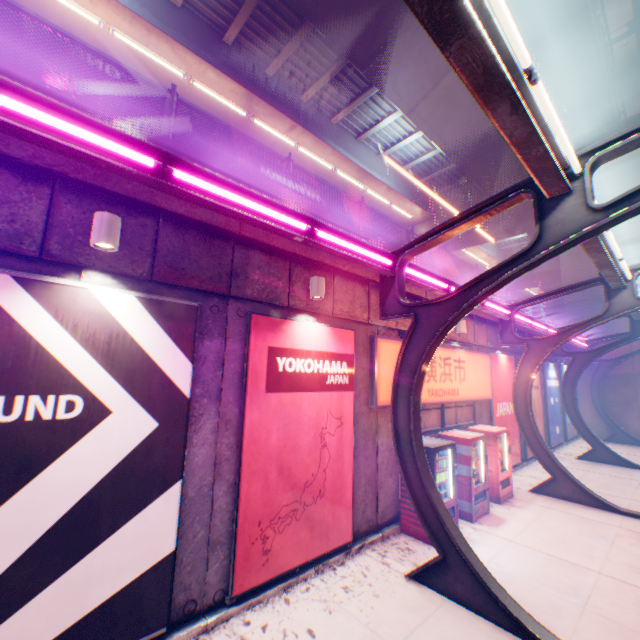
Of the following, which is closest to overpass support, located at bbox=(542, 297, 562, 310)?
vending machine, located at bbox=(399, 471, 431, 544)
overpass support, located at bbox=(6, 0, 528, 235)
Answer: overpass support, located at bbox=(6, 0, 528, 235)

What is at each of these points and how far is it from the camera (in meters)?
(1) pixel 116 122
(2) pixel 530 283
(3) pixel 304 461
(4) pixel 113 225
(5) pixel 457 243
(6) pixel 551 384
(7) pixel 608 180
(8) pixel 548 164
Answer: (1) concrete block, 4.50
(2) overpass support, 29.84
(3) billboard, 5.90
(4) street lamp, 3.94
(5) overpass support, 21.27
(6) billboard, 17.80
(7) overpass support, 15.65
(8) canopy, 4.19

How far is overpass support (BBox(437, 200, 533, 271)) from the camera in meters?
18.3

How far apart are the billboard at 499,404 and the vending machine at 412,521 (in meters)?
4.91

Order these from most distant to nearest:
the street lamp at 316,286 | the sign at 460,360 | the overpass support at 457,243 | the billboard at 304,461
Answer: the overpass support at 457,243
the sign at 460,360
the street lamp at 316,286
the billboard at 304,461

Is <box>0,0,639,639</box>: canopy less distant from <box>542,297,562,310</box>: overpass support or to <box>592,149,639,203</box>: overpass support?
<box>592,149,639,203</box>: overpass support

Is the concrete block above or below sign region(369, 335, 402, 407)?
above

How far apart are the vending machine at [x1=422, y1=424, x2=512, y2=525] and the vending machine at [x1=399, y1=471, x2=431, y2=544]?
0.7m
